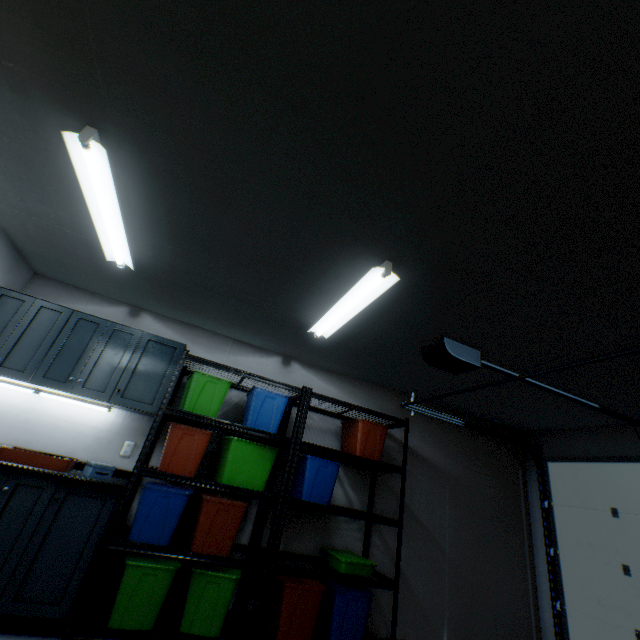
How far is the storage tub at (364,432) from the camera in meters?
3.3

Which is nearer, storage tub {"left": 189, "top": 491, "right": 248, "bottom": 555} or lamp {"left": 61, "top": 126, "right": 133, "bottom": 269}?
lamp {"left": 61, "top": 126, "right": 133, "bottom": 269}

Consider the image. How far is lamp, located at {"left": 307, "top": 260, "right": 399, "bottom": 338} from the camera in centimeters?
203cm

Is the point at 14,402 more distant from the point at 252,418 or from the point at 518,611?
the point at 518,611

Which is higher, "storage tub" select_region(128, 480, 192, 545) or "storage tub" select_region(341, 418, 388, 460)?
"storage tub" select_region(341, 418, 388, 460)

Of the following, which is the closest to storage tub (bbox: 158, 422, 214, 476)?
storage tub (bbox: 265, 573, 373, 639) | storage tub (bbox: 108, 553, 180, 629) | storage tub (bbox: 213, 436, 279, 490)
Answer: storage tub (bbox: 213, 436, 279, 490)

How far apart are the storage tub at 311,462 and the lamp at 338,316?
1.09m

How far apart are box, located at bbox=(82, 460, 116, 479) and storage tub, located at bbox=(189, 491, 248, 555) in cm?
70
